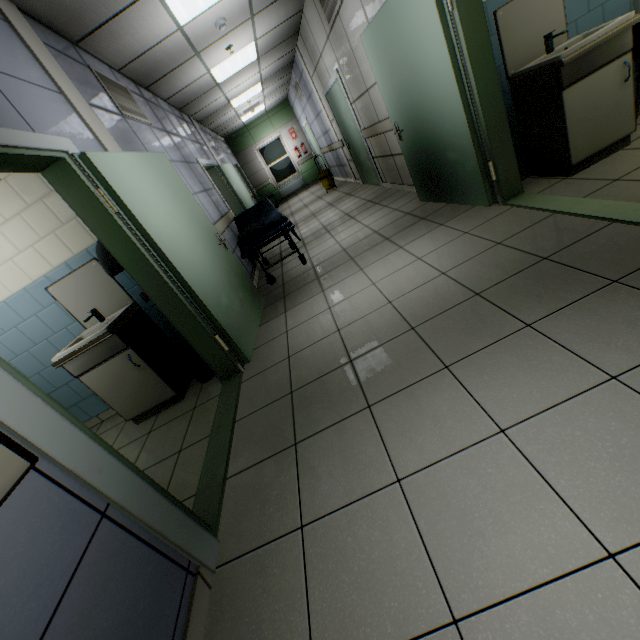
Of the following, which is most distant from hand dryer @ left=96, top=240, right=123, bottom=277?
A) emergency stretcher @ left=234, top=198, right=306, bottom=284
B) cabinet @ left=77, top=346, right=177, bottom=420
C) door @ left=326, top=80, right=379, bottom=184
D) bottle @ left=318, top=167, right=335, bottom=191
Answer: bottle @ left=318, top=167, right=335, bottom=191

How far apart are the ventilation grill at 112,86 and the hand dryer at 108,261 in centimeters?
196cm

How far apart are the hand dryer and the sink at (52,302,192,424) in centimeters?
40cm

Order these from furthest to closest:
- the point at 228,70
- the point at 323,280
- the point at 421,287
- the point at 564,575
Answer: the point at 228,70
the point at 323,280
the point at 421,287
the point at 564,575

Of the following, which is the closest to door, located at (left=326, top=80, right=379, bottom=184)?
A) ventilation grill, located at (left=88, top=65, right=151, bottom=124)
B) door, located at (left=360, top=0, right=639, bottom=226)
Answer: door, located at (left=360, top=0, right=639, bottom=226)

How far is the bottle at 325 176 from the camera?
9.69m

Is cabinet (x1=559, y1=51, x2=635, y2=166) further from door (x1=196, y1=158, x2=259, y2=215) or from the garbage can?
door (x1=196, y1=158, x2=259, y2=215)

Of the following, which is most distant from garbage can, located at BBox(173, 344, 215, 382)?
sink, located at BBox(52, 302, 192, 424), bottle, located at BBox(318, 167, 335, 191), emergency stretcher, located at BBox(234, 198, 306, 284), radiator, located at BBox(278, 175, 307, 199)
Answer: radiator, located at BBox(278, 175, 307, 199)
